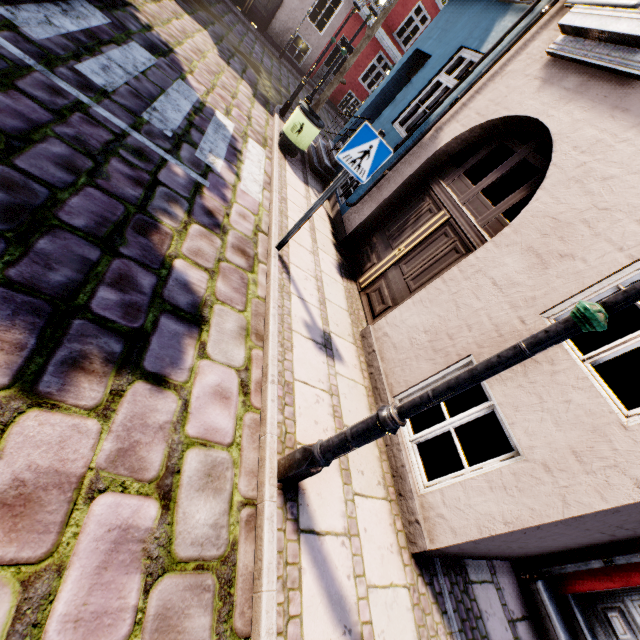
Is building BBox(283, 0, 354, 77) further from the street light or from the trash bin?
the street light

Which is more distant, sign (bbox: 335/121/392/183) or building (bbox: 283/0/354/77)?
building (bbox: 283/0/354/77)

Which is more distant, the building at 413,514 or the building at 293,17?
the building at 293,17

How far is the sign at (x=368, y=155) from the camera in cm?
356

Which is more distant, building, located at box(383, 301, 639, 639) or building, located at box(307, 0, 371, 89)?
building, located at box(307, 0, 371, 89)

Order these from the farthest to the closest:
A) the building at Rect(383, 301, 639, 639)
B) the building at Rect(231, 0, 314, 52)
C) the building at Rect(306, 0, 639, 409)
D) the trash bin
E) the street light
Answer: the building at Rect(231, 0, 314, 52) → the trash bin → the building at Rect(306, 0, 639, 409) → the building at Rect(383, 301, 639, 639) → the street light

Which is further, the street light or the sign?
the sign

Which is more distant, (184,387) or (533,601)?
(533,601)
